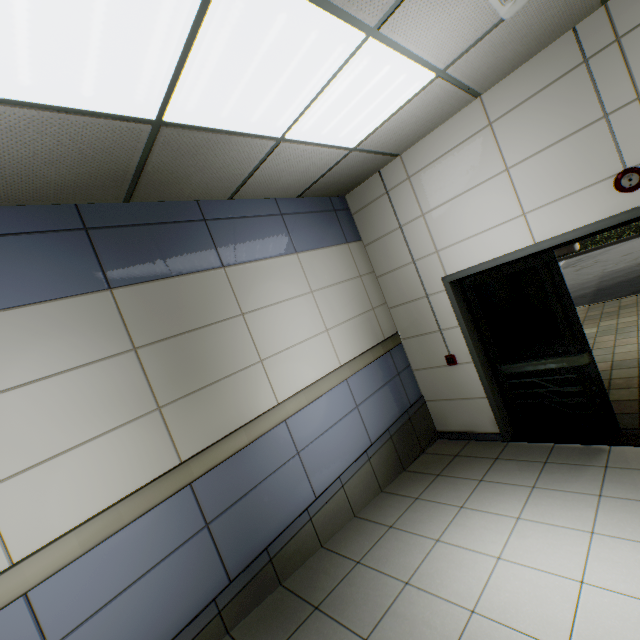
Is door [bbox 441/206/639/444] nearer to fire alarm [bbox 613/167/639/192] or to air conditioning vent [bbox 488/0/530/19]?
fire alarm [bbox 613/167/639/192]

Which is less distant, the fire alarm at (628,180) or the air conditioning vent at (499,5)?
the air conditioning vent at (499,5)

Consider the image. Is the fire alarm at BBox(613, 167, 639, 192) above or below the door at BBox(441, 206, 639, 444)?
above

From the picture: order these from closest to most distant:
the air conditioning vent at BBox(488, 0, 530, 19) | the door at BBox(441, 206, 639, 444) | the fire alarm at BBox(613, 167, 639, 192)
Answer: the air conditioning vent at BBox(488, 0, 530, 19)
the fire alarm at BBox(613, 167, 639, 192)
the door at BBox(441, 206, 639, 444)

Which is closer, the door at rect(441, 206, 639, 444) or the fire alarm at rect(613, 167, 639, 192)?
the fire alarm at rect(613, 167, 639, 192)

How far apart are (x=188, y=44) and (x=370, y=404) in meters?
3.7 m

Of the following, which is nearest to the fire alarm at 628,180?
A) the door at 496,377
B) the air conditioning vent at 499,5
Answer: the door at 496,377
